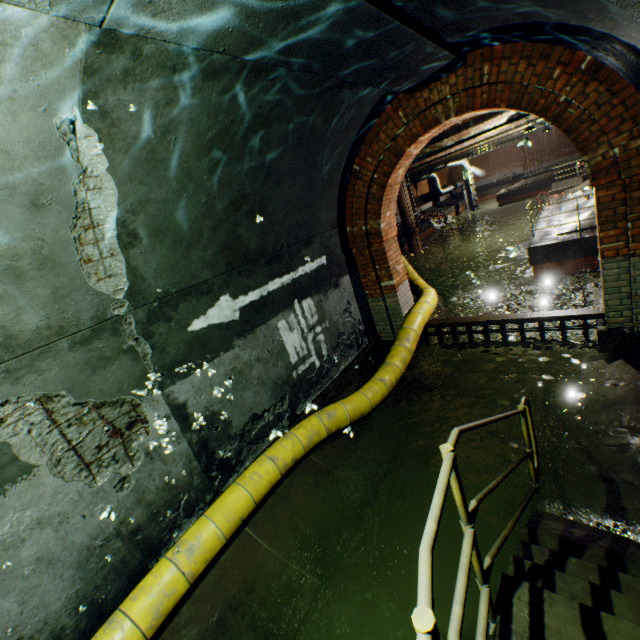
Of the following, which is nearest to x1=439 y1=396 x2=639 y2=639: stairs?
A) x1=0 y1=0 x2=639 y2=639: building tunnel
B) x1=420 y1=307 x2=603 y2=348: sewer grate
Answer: x1=0 y1=0 x2=639 y2=639: building tunnel

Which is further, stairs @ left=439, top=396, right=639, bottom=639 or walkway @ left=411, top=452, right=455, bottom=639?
stairs @ left=439, top=396, right=639, bottom=639

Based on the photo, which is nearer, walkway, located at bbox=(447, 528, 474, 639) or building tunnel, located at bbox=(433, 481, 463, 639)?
walkway, located at bbox=(447, 528, 474, 639)

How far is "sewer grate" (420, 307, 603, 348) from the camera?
5.21m

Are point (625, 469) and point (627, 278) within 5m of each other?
yes

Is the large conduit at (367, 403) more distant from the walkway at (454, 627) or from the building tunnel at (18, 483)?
the walkway at (454, 627)

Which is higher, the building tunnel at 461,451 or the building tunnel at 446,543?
the building tunnel at 461,451

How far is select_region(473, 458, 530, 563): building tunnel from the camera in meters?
3.2
